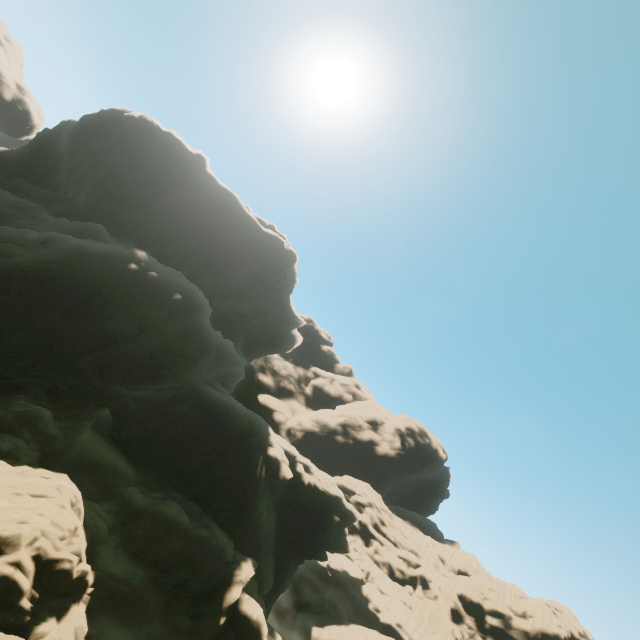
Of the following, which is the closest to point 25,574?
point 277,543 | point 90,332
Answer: point 90,332
